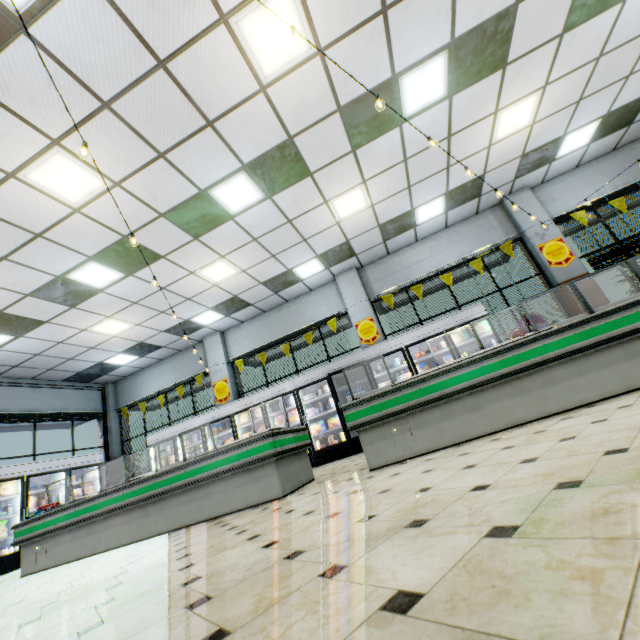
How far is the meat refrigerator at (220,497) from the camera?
4.1 meters

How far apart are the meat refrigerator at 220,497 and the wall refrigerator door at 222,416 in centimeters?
260cm

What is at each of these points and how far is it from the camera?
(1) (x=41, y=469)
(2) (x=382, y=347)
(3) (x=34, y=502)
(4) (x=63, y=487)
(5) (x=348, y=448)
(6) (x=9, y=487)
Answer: (1) wall refrigerator door, 8.4 meters
(2) wall refrigerator, 8.0 meters
(3) juice jug, 8.1 meters
(4) wall refrigerator door, 8.8 meters
(5) wall refrigerator, 7.8 meters
(6) boxed food, 7.8 meters

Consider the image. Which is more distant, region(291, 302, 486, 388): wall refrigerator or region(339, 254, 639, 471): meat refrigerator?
region(291, 302, 486, 388): wall refrigerator

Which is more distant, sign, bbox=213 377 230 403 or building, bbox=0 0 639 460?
sign, bbox=213 377 230 403

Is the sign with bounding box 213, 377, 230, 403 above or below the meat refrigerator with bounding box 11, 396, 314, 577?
above

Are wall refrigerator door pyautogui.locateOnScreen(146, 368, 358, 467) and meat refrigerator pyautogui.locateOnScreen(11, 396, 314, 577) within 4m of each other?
yes

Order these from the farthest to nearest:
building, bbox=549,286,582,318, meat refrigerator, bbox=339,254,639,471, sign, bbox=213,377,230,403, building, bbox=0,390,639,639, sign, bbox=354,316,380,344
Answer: sign, bbox=213,377,230,403 → sign, bbox=354,316,380,344 → building, bbox=549,286,582,318 → meat refrigerator, bbox=339,254,639,471 → building, bbox=0,390,639,639
